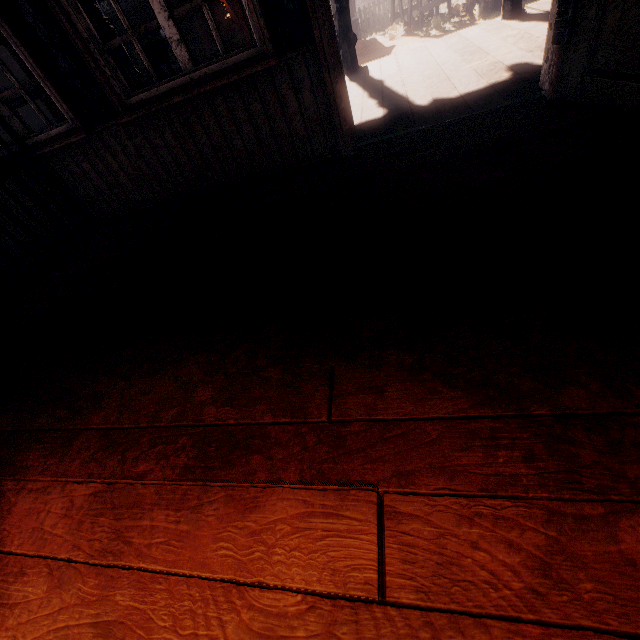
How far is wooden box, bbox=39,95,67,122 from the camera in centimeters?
379cm

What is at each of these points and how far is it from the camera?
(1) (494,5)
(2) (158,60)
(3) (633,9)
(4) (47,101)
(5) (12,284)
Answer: (1) instancedfoliageactor, 10.1 meters
(2) chair, 3.0 meters
(3) bp, 1.8 meters
(4) wooden box, 3.8 meters
(5) cell bars, 3.0 meters

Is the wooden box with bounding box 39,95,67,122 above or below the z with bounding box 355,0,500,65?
above

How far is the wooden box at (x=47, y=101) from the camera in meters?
3.8

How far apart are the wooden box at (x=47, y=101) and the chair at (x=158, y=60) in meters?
0.7 m

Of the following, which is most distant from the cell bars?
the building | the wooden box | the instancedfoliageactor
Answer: the instancedfoliageactor

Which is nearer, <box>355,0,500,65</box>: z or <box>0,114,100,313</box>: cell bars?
<box>0,114,100,313</box>: cell bars

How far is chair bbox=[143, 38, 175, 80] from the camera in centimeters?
293cm
